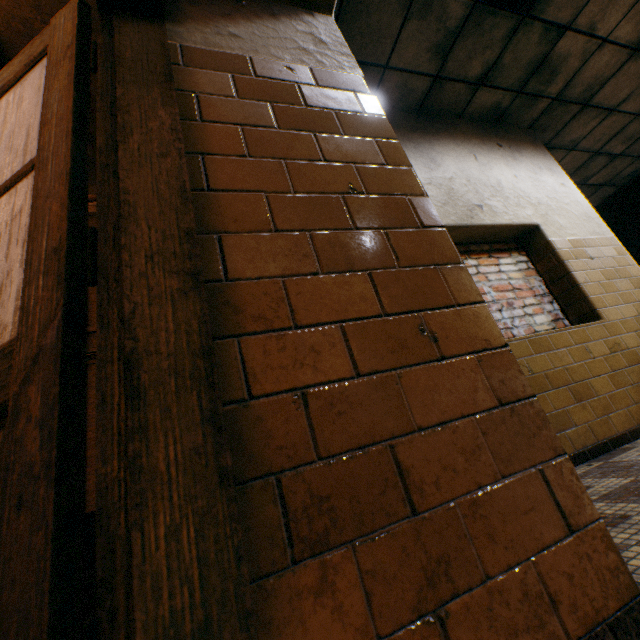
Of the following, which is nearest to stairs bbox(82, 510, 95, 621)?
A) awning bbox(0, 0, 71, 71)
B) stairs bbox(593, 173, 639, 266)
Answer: awning bbox(0, 0, 71, 71)

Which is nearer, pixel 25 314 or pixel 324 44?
pixel 25 314

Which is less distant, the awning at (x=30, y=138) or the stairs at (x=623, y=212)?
the awning at (x=30, y=138)

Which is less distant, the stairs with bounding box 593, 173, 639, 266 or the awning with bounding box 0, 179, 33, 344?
the awning with bounding box 0, 179, 33, 344

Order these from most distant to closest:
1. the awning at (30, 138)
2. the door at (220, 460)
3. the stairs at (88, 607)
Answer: the awning at (30, 138) < the stairs at (88, 607) < the door at (220, 460)

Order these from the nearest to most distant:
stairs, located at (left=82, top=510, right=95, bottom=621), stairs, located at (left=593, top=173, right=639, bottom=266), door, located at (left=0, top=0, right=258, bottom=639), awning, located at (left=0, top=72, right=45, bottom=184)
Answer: door, located at (left=0, top=0, right=258, bottom=639) → stairs, located at (left=82, top=510, right=95, bottom=621) → awning, located at (left=0, top=72, right=45, bottom=184) → stairs, located at (left=593, top=173, right=639, bottom=266)

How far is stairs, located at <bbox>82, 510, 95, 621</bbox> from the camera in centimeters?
159cm

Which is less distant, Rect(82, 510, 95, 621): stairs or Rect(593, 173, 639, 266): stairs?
Rect(82, 510, 95, 621): stairs
